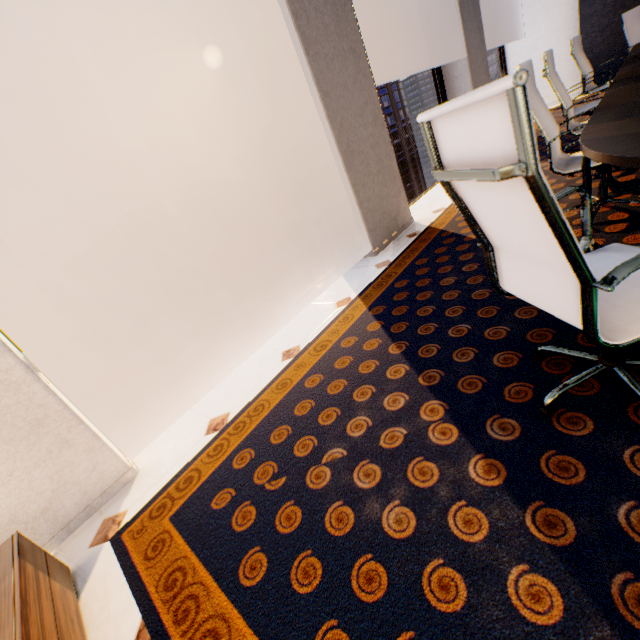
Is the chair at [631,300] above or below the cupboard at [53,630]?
above

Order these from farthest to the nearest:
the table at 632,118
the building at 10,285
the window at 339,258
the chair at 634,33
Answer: the building at 10,285
the chair at 634,33
the window at 339,258
the table at 632,118

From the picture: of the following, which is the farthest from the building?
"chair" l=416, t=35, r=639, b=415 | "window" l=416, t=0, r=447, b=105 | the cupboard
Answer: "chair" l=416, t=35, r=639, b=415

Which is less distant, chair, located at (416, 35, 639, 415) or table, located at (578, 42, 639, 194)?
chair, located at (416, 35, 639, 415)

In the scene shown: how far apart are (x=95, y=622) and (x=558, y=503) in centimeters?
181cm

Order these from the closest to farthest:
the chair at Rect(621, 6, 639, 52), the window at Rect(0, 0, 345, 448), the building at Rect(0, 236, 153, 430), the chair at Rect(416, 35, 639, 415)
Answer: the chair at Rect(416, 35, 639, 415)
the window at Rect(0, 0, 345, 448)
the chair at Rect(621, 6, 639, 52)
the building at Rect(0, 236, 153, 430)

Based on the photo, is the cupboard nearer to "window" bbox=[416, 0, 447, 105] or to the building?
"window" bbox=[416, 0, 447, 105]

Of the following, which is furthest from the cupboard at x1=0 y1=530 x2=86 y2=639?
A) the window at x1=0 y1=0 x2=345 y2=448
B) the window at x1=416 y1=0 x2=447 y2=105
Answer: the window at x1=416 y1=0 x2=447 y2=105
